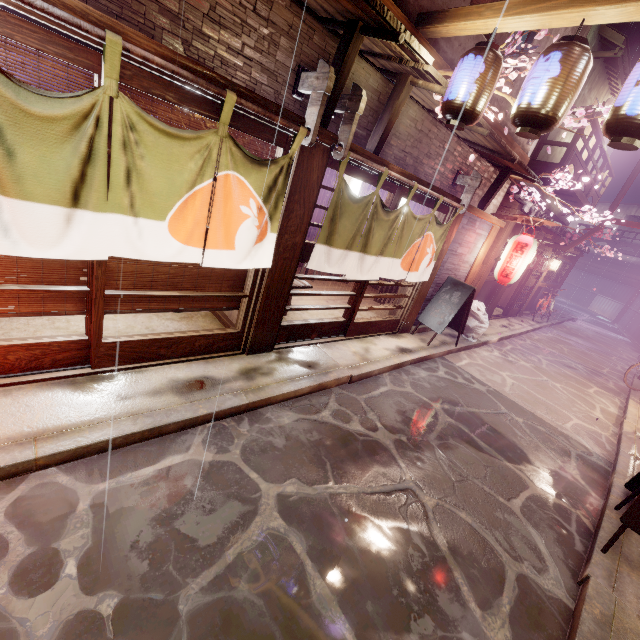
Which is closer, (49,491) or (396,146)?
(49,491)

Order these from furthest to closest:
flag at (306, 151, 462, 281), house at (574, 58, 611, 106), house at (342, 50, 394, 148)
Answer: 1. house at (574, 58, 611, 106)
2. flag at (306, 151, 462, 281)
3. house at (342, 50, 394, 148)

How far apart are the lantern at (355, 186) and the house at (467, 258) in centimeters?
410cm

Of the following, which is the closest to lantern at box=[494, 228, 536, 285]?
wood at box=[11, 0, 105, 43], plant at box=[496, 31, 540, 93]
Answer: plant at box=[496, 31, 540, 93]

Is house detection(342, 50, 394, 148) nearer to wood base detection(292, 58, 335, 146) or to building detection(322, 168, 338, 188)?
wood base detection(292, 58, 335, 146)

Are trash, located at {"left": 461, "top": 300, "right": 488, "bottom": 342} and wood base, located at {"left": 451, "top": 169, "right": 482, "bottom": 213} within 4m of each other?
no

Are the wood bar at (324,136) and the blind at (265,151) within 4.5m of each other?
yes

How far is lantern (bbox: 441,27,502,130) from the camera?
6.0m
